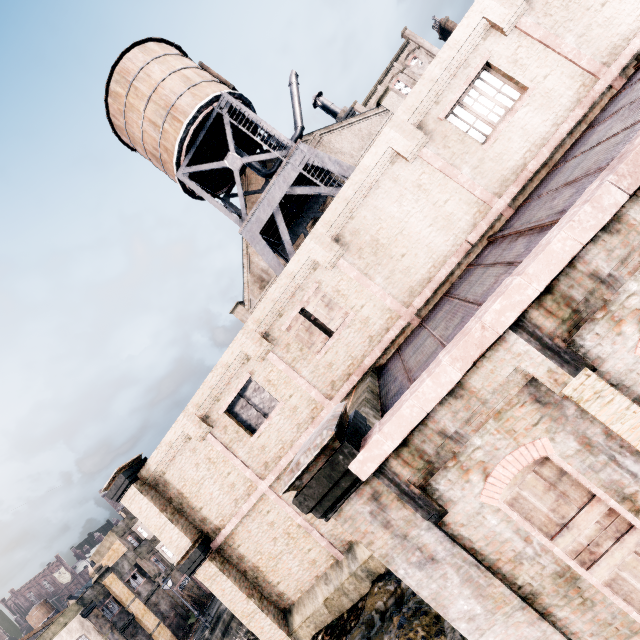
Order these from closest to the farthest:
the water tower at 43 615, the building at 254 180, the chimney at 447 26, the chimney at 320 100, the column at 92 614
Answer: the building at 254 180
the chimney at 320 100
the column at 92 614
the chimney at 447 26
the water tower at 43 615

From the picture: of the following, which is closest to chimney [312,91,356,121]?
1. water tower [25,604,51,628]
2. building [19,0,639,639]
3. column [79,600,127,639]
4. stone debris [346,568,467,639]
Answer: building [19,0,639,639]

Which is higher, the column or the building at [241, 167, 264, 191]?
the building at [241, 167, 264, 191]

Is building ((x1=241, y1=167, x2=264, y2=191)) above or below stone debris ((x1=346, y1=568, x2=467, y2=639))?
above

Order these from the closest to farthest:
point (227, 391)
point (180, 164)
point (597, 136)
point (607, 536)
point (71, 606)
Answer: point (607, 536) → point (597, 136) → point (227, 391) → point (180, 164) → point (71, 606)

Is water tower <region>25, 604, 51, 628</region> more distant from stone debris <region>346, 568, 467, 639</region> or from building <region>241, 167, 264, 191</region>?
stone debris <region>346, 568, 467, 639</region>

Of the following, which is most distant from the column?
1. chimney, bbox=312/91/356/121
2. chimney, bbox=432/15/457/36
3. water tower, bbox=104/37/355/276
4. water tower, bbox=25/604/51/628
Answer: chimney, bbox=432/15/457/36

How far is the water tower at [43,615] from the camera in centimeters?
5864cm
